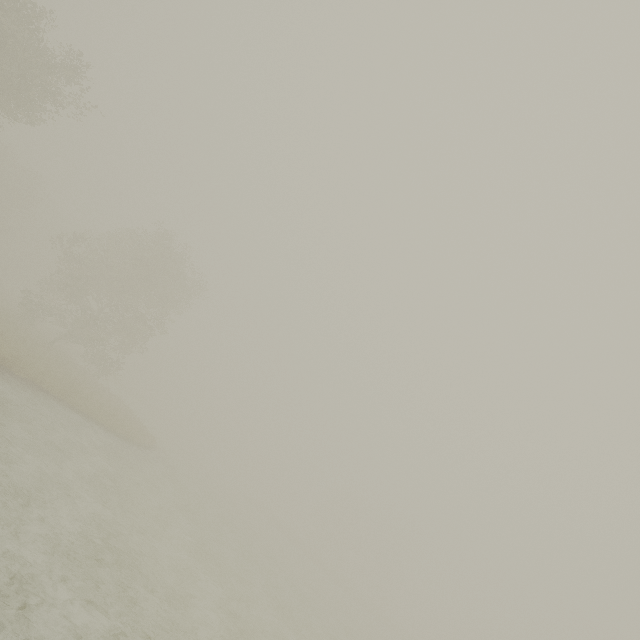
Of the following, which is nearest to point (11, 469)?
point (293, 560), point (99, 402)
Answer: point (99, 402)
